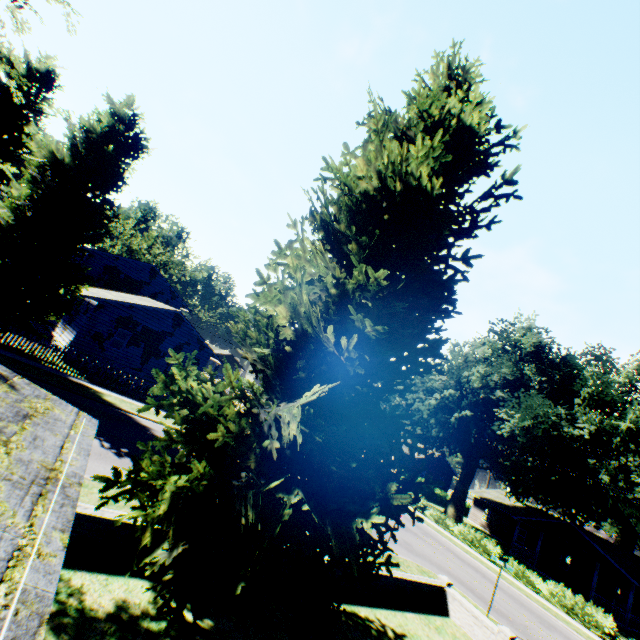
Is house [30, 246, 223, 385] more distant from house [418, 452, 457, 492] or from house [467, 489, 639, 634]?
house [467, 489, 639, 634]

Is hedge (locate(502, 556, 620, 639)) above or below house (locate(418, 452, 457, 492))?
below

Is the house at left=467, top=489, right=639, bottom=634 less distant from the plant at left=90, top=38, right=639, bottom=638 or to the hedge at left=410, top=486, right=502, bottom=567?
the plant at left=90, top=38, right=639, bottom=638

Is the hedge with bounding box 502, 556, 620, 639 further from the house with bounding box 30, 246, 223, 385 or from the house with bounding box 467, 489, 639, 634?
the house with bounding box 30, 246, 223, 385

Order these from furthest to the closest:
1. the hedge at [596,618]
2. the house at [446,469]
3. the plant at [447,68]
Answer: the house at [446,469] → the hedge at [596,618] → the plant at [447,68]

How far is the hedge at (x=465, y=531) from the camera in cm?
2584

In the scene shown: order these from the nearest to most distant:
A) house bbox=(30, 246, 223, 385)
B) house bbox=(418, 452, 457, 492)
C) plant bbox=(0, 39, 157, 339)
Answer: plant bbox=(0, 39, 157, 339) → house bbox=(30, 246, 223, 385) → house bbox=(418, 452, 457, 492)

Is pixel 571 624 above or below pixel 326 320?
below
